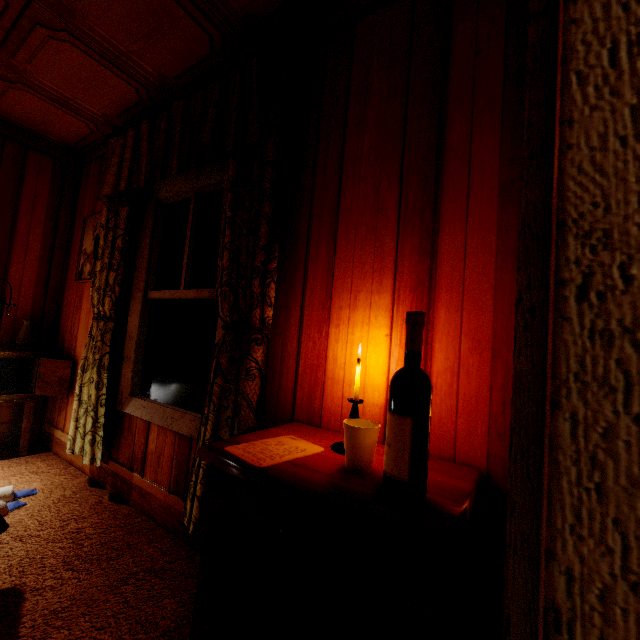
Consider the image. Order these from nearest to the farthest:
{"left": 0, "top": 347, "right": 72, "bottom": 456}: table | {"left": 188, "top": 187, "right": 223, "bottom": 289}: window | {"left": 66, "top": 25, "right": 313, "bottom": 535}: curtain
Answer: {"left": 66, "top": 25, "right": 313, "bottom": 535}: curtain, {"left": 188, "top": 187, "right": 223, "bottom": 289}: window, {"left": 0, "top": 347, "right": 72, "bottom": 456}: table

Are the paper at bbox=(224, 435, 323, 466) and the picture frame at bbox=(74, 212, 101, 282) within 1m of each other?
no

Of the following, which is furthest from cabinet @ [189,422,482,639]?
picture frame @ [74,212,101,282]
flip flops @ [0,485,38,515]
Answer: picture frame @ [74,212,101,282]

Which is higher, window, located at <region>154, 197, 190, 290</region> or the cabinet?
window, located at <region>154, 197, 190, 290</region>

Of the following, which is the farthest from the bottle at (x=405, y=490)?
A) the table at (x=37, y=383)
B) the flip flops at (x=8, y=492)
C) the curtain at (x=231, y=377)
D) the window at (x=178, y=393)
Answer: the table at (x=37, y=383)

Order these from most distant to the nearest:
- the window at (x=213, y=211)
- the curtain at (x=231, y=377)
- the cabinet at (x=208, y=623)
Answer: the window at (x=213, y=211), the curtain at (x=231, y=377), the cabinet at (x=208, y=623)

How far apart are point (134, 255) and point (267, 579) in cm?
236
